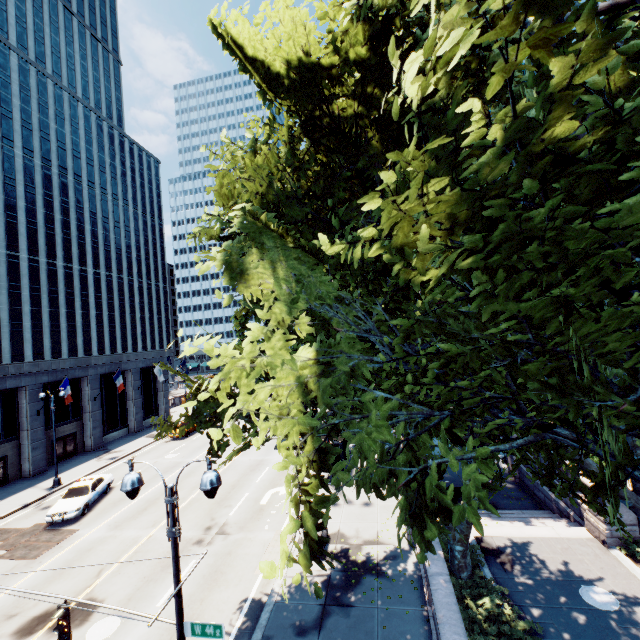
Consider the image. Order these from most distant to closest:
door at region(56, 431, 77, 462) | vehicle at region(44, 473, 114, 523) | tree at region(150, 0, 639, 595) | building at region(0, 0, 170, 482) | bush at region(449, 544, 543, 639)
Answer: door at region(56, 431, 77, 462)
building at region(0, 0, 170, 482)
vehicle at region(44, 473, 114, 523)
bush at region(449, 544, 543, 639)
tree at region(150, 0, 639, 595)

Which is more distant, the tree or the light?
the light

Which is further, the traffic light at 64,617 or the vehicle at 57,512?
the vehicle at 57,512

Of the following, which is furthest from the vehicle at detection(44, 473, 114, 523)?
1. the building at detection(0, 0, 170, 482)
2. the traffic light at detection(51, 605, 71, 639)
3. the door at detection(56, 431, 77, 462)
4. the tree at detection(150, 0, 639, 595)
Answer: the traffic light at detection(51, 605, 71, 639)

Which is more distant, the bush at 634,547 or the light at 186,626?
the bush at 634,547

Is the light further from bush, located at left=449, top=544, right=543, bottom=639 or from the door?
the door

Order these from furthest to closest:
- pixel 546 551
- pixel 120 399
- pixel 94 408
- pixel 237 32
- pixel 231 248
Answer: pixel 120 399, pixel 94 408, pixel 546 551, pixel 237 32, pixel 231 248

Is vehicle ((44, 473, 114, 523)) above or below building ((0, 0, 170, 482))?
below
